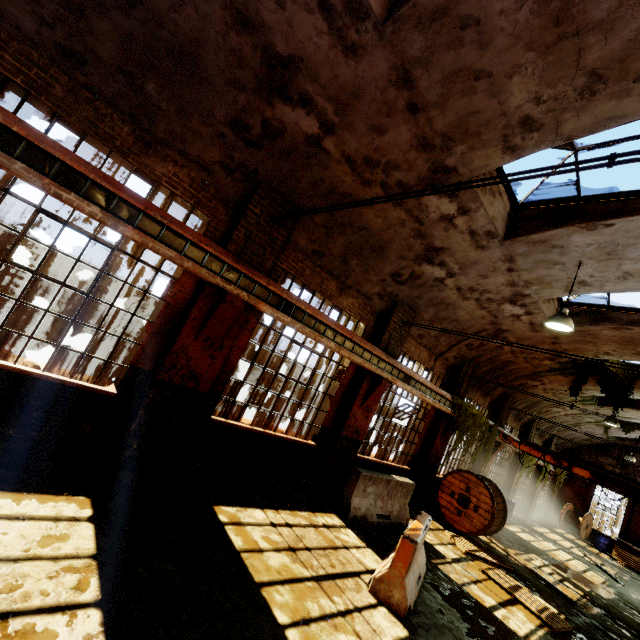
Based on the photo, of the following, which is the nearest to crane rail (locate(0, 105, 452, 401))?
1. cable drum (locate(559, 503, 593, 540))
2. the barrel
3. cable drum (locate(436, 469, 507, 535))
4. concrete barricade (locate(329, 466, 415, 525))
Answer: cable drum (locate(436, 469, 507, 535))

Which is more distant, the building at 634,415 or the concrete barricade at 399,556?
the building at 634,415

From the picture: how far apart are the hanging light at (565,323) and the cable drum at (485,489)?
6.0 meters

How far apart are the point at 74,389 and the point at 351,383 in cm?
624

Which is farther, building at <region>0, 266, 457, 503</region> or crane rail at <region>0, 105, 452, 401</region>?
building at <region>0, 266, 457, 503</region>

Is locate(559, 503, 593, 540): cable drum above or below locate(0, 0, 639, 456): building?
below

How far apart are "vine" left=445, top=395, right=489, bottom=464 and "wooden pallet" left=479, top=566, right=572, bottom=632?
2.42m

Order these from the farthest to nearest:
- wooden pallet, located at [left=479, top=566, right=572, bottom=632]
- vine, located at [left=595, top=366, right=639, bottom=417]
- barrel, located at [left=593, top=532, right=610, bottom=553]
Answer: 1. barrel, located at [left=593, top=532, right=610, bottom=553]
2. vine, located at [left=595, top=366, right=639, bottom=417]
3. wooden pallet, located at [left=479, top=566, right=572, bottom=632]
